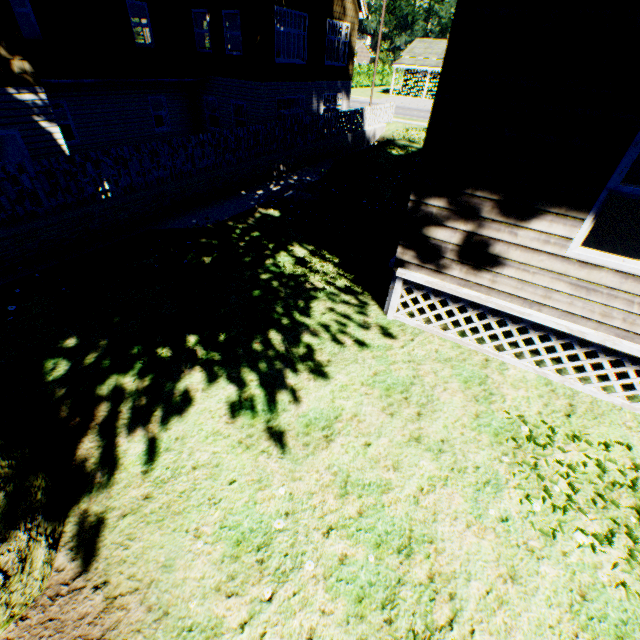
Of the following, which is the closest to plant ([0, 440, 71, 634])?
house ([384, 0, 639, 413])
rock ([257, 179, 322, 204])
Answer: house ([384, 0, 639, 413])

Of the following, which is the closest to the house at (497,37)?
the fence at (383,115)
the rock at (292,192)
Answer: the rock at (292,192)

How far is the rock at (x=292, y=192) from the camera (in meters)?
10.20

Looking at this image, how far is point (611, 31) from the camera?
2.94m

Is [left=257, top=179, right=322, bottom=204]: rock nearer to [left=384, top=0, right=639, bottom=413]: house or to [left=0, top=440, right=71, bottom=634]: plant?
[left=384, top=0, right=639, bottom=413]: house

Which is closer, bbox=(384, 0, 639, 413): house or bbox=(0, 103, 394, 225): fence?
bbox=(384, 0, 639, 413): house

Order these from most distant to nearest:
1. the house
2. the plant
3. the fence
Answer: the fence → the house → the plant
